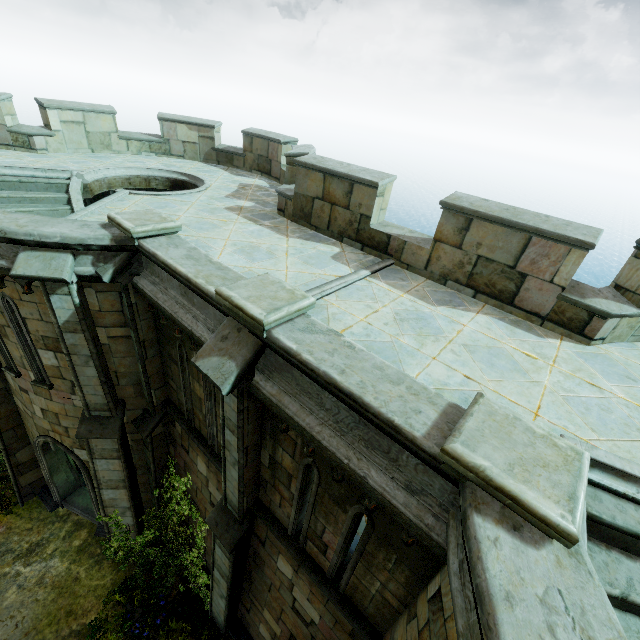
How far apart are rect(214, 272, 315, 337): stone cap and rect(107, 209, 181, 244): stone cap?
2.43m

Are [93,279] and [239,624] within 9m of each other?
no

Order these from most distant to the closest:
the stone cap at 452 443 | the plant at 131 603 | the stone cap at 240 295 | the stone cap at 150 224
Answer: the plant at 131 603, the stone cap at 150 224, the stone cap at 240 295, the stone cap at 452 443

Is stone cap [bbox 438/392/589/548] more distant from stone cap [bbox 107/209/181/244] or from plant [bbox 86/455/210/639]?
plant [bbox 86/455/210/639]

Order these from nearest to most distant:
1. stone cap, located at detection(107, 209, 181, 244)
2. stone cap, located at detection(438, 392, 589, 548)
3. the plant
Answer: stone cap, located at detection(438, 392, 589, 548), stone cap, located at detection(107, 209, 181, 244), the plant

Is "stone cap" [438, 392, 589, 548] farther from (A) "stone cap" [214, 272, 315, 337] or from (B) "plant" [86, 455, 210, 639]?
(B) "plant" [86, 455, 210, 639]

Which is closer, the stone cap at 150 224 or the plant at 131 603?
the stone cap at 150 224

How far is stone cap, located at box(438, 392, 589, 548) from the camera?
2.25m
